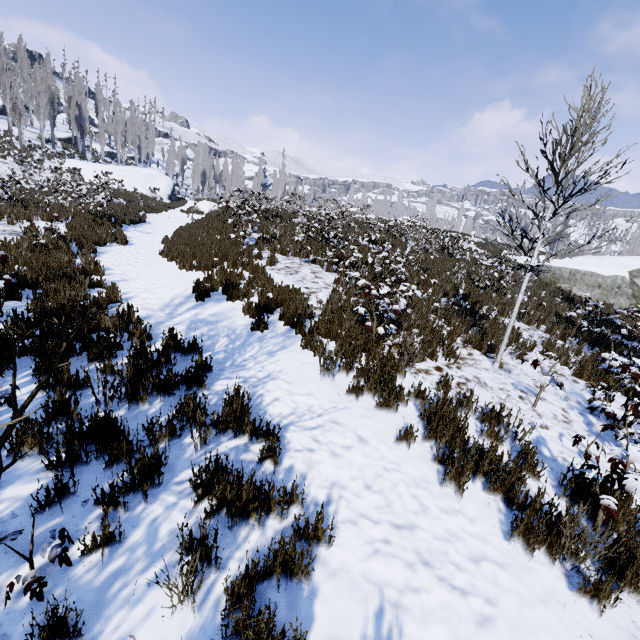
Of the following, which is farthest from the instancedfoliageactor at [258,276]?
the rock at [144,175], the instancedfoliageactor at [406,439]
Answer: the instancedfoliageactor at [406,439]

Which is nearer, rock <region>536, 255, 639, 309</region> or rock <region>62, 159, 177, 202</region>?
rock <region>536, 255, 639, 309</region>

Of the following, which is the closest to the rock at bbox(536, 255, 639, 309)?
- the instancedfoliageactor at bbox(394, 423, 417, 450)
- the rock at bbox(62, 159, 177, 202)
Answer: the instancedfoliageactor at bbox(394, 423, 417, 450)

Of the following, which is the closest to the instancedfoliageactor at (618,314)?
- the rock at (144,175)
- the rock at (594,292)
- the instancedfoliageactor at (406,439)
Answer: the rock at (144,175)

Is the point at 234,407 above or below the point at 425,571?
above

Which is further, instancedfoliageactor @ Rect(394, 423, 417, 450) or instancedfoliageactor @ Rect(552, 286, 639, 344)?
instancedfoliageactor @ Rect(552, 286, 639, 344)

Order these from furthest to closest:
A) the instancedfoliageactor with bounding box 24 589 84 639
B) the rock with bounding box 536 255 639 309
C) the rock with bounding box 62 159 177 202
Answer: the rock with bounding box 62 159 177 202
the rock with bounding box 536 255 639 309
the instancedfoliageactor with bounding box 24 589 84 639

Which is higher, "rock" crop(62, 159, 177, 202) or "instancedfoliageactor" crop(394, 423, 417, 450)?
"rock" crop(62, 159, 177, 202)
